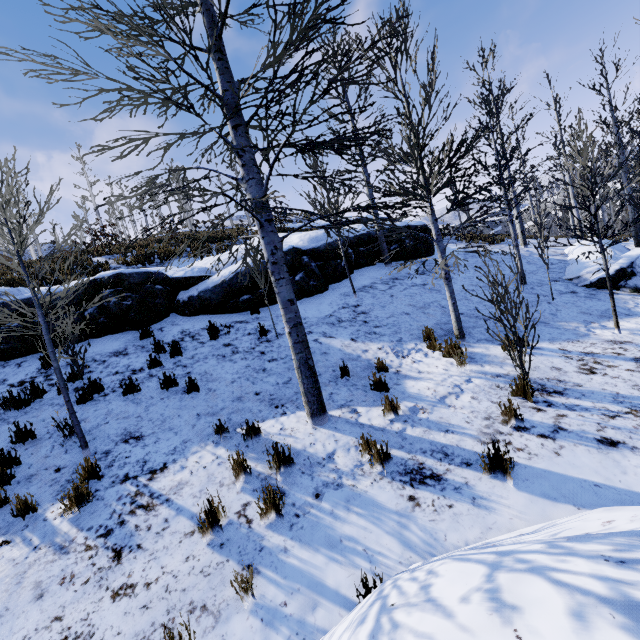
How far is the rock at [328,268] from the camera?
10.31m

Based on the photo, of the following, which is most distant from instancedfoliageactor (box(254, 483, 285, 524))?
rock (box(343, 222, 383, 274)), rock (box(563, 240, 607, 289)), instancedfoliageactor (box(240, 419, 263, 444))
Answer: rock (box(563, 240, 607, 289))

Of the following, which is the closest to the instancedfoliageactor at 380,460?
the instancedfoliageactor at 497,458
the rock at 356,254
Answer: the instancedfoliageactor at 497,458

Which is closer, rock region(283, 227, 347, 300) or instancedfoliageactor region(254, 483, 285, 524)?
instancedfoliageactor region(254, 483, 285, 524)

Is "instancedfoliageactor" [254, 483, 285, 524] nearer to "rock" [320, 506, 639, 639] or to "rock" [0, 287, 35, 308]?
"rock" [320, 506, 639, 639]

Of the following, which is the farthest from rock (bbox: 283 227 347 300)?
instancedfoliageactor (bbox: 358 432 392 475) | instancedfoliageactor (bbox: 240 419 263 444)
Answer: instancedfoliageactor (bbox: 358 432 392 475)

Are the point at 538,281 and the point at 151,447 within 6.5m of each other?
no

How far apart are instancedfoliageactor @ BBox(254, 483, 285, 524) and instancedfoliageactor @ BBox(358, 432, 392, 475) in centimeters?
119cm
